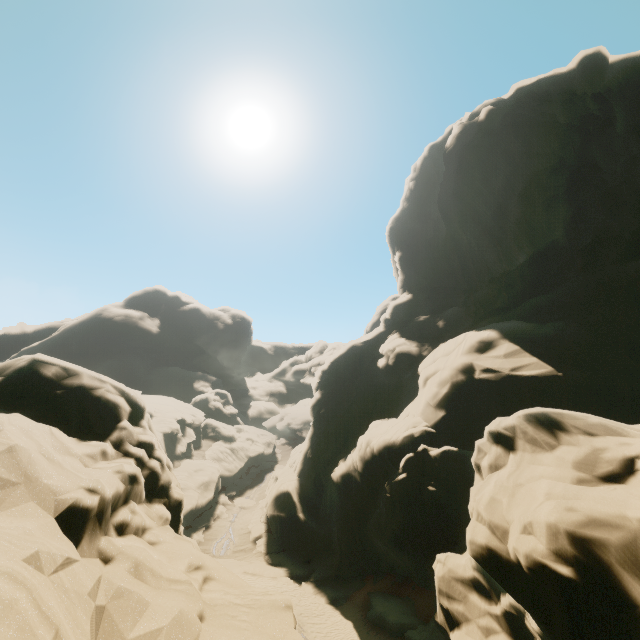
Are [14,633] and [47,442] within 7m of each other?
yes
